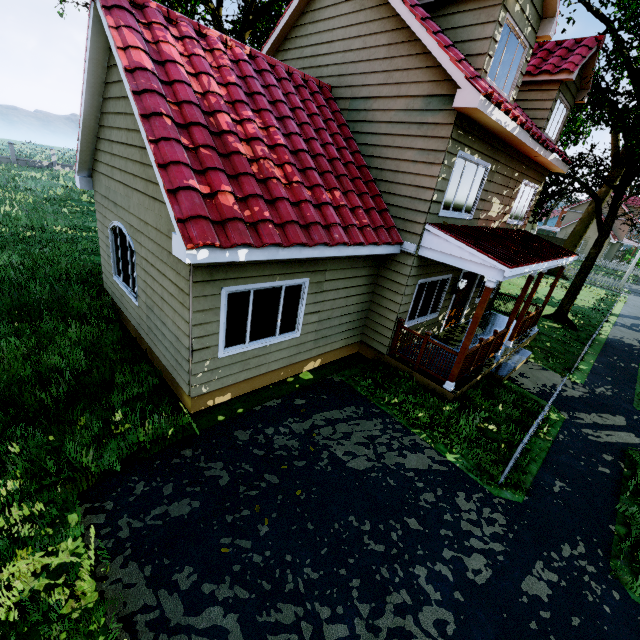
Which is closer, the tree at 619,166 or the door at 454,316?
the tree at 619,166

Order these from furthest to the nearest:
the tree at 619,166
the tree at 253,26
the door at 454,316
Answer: the tree at 253,26, the door at 454,316, the tree at 619,166

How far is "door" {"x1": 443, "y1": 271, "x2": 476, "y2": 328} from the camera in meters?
10.8 m

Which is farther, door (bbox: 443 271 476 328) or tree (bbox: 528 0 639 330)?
door (bbox: 443 271 476 328)

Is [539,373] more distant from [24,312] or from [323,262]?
[24,312]

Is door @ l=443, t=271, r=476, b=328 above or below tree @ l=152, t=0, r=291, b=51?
below

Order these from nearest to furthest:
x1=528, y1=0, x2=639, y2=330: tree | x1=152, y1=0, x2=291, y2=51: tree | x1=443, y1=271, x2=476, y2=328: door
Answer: x1=528, y1=0, x2=639, y2=330: tree, x1=443, y1=271, x2=476, y2=328: door, x1=152, y1=0, x2=291, y2=51: tree
